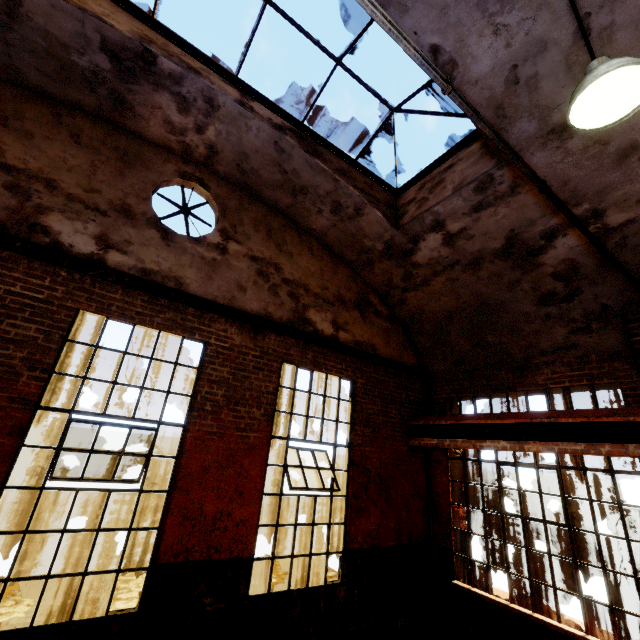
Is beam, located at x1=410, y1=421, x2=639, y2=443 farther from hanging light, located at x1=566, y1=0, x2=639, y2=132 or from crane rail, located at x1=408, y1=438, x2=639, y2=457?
hanging light, located at x1=566, y1=0, x2=639, y2=132

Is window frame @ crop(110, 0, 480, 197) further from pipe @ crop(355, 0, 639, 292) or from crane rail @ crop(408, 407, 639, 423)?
crane rail @ crop(408, 407, 639, 423)

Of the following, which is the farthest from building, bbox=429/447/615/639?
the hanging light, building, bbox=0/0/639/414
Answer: the hanging light

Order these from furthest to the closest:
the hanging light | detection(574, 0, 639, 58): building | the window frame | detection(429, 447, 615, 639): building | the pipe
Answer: detection(429, 447, 615, 639): building → the window frame → detection(574, 0, 639, 58): building → the hanging light → the pipe

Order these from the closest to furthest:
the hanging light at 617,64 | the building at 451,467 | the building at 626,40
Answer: the hanging light at 617,64 < the building at 626,40 < the building at 451,467

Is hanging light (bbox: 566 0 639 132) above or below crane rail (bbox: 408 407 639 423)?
above

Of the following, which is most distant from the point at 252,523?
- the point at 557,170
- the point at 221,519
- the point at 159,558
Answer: the point at 557,170

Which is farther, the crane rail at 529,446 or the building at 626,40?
the crane rail at 529,446
